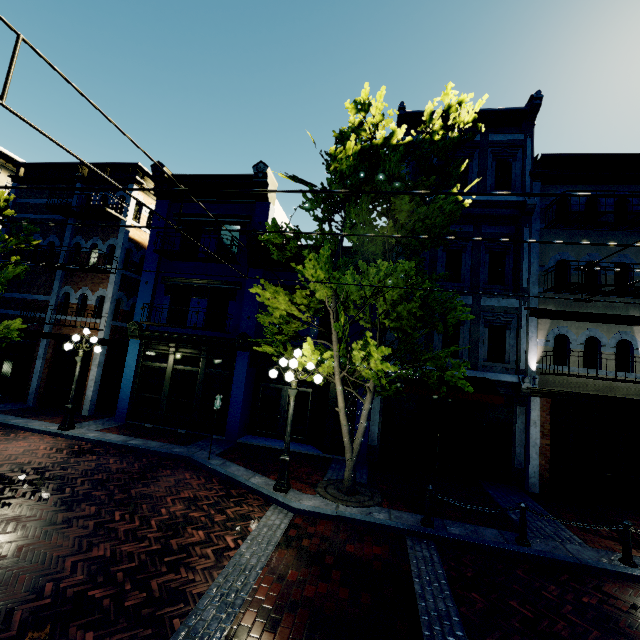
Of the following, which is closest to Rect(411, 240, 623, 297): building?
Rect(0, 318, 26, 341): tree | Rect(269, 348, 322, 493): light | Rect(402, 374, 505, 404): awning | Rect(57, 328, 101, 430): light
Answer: Rect(402, 374, 505, 404): awning

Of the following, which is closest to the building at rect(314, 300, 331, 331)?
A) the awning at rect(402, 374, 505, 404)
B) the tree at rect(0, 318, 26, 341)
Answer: the awning at rect(402, 374, 505, 404)

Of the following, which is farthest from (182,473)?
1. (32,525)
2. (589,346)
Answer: (589,346)

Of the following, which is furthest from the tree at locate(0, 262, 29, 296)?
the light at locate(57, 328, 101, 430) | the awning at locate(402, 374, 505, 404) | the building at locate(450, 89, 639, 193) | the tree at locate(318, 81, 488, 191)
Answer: the awning at locate(402, 374, 505, 404)

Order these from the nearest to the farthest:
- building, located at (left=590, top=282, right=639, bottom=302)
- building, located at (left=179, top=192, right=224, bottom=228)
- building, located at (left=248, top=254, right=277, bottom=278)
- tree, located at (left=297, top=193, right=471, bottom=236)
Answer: tree, located at (left=297, top=193, right=471, bottom=236)
building, located at (left=590, top=282, right=639, bottom=302)
building, located at (left=248, top=254, right=277, bottom=278)
building, located at (left=179, top=192, right=224, bottom=228)

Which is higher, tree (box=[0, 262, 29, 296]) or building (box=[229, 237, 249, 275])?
building (box=[229, 237, 249, 275])

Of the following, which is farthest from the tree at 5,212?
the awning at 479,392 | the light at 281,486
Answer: the awning at 479,392

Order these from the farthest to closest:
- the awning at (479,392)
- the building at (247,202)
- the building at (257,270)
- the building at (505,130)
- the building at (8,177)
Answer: the building at (8,177), the building at (247,202), the building at (257,270), the building at (505,130), the awning at (479,392)
